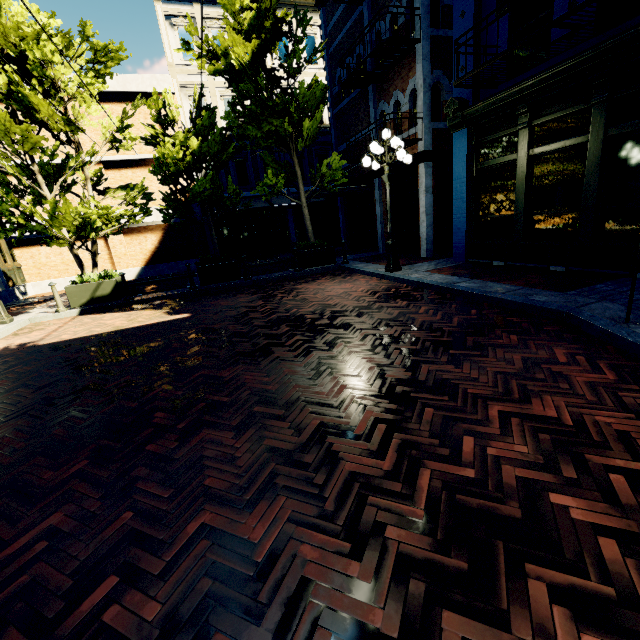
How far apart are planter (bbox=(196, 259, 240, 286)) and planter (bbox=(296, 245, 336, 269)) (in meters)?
2.29

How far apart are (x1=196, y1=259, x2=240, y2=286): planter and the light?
4.9m

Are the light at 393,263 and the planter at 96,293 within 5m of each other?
no

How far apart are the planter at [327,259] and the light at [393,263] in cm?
302

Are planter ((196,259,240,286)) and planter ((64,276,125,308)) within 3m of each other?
yes

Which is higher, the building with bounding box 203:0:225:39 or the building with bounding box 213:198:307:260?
the building with bounding box 203:0:225:39

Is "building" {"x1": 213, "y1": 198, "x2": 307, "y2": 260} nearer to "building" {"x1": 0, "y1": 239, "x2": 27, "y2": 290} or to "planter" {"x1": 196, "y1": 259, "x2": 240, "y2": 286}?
"planter" {"x1": 196, "y1": 259, "x2": 240, "y2": 286}

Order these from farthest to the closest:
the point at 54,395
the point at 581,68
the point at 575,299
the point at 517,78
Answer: the point at 517,78
the point at 581,68
the point at 575,299
the point at 54,395
